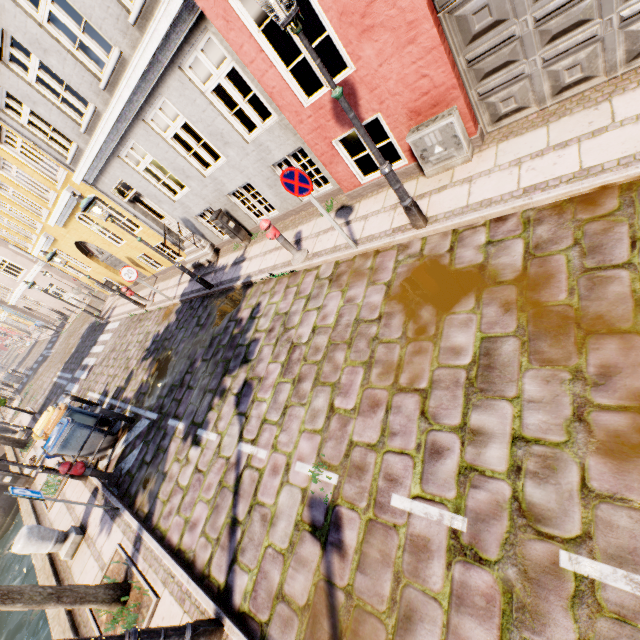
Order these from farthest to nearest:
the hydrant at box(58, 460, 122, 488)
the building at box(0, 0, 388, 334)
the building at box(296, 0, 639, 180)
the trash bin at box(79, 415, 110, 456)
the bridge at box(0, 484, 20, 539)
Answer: the bridge at box(0, 484, 20, 539)
the trash bin at box(79, 415, 110, 456)
the hydrant at box(58, 460, 122, 488)
the building at box(0, 0, 388, 334)
the building at box(296, 0, 639, 180)

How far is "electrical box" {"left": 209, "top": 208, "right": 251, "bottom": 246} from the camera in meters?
9.2

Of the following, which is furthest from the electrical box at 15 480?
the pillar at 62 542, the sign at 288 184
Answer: the sign at 288 184

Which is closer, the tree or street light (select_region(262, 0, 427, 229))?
street light (select_region(262, 0, 427, 229))

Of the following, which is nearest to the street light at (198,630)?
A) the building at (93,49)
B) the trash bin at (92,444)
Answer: the trash bin at (92,444)

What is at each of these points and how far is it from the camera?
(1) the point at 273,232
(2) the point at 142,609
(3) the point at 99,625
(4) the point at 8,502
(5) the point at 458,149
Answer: (1) hydrant, 6.7 meters
(2) tree planter, 4.8 meters
(3) tree planter, 5.2 meters
(4) bridge, 18.4 meters
(5) electrical box, 5.1 meters

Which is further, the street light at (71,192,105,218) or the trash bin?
the trash bin

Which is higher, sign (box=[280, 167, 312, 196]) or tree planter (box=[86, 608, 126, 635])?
sign (box=[280, 167, 312, 196])
